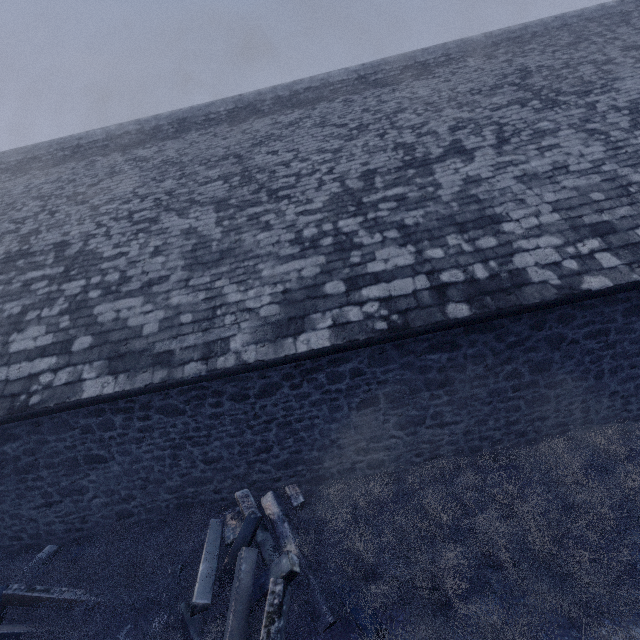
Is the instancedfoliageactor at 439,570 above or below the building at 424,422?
below

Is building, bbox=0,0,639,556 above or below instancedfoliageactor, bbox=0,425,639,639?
above

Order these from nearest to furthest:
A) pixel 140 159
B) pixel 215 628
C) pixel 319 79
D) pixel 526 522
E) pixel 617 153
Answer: pixel 215 628 → pixel 526 522 → pixel 617 153 → pixel 140 159 → pixel 319 79

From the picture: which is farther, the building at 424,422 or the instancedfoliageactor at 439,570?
the building at 424,422

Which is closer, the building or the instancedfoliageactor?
the instancedfoliageactor
